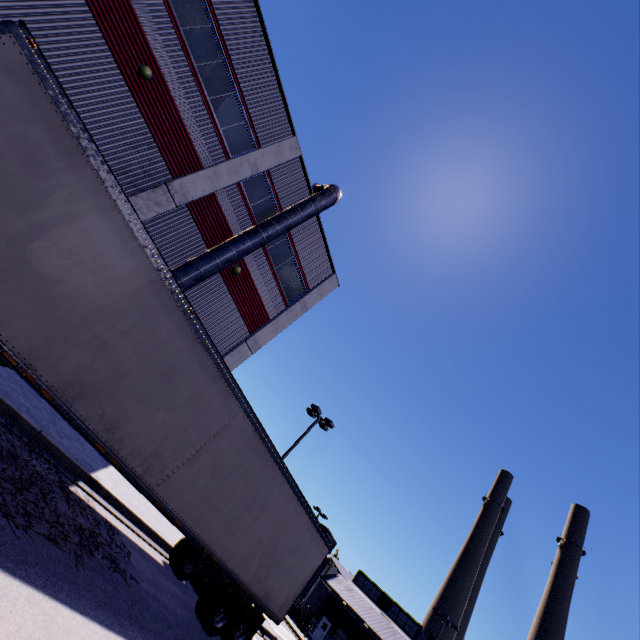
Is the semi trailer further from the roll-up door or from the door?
the door

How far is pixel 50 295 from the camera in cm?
514

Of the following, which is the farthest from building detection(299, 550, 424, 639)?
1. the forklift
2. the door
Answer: the forklift

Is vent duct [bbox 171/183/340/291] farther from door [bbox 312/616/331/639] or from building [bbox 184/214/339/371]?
door [bbox 312/616/331/639]

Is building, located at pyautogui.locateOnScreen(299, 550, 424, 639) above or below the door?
above

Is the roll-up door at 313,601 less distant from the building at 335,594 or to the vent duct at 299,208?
the building at 335,594

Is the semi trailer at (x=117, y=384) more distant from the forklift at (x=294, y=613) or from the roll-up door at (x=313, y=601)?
the roll-up door at (x=313, y=601)

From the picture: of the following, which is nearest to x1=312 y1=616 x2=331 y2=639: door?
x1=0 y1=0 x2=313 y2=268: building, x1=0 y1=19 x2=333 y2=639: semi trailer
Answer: x1=0 y1=0 x2=313 y2=268: building
